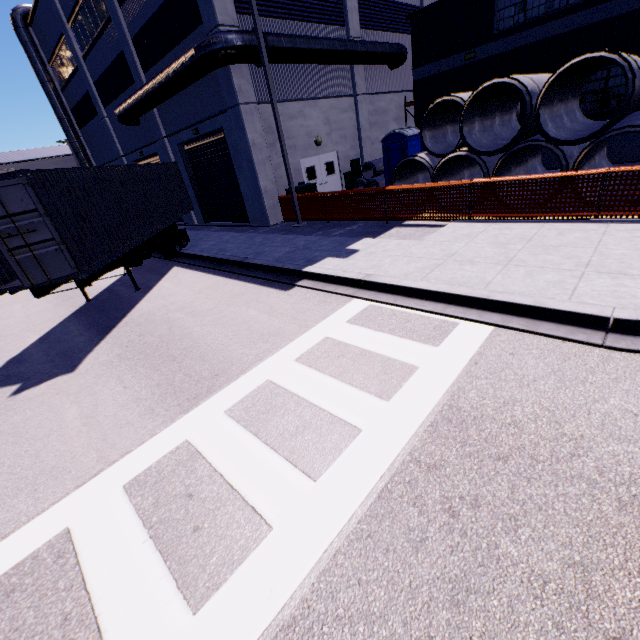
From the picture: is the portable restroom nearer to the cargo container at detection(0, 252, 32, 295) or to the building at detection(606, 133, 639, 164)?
the building at detection(606, 133, 639, 164)

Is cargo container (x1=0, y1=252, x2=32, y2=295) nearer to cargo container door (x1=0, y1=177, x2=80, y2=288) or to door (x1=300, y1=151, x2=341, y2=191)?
cargo container door (x1=0, y1=177, x2=80, y2=288)

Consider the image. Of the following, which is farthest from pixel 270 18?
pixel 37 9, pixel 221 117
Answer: pixel 37 9

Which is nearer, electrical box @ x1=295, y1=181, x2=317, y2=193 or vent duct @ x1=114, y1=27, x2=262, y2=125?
vent duct @ x1=114, y1=27, x2=262, y2=125

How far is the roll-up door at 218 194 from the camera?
16.4 meters

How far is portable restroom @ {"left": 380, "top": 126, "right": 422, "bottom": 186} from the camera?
15.20m

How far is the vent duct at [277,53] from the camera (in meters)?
12.69

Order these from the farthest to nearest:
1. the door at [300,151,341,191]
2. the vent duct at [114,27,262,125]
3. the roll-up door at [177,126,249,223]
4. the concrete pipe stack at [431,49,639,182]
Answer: the door at [300,151,341,191] < the roll-up door at [177,126,249,223] < the vent duct at [114,27,262,125] < the concrete pipe stack at [431,49,639,182]
